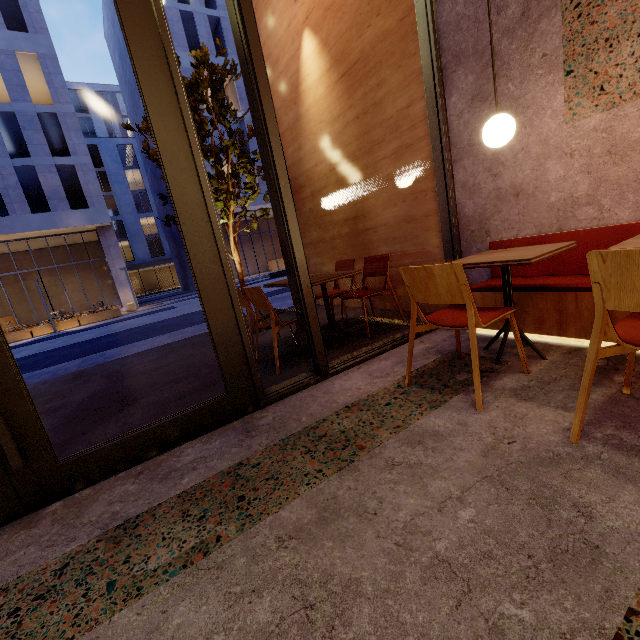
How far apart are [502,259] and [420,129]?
2.3 meters

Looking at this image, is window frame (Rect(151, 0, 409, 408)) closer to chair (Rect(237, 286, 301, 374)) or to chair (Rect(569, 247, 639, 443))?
chair (Rect(237, 286, 301, 374))

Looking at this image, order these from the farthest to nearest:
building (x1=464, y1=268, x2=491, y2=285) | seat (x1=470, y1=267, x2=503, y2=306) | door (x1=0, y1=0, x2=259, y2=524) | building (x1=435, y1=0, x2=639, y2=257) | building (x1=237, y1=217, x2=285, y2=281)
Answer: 1. building (x1=237, y1=217, x2=285, y2=281)
2. building (x1=464, y1=268, x2=491, y2=285)
3. seat (x1=470, y1=267, x2=503, y2=306)
4. building (x1=435, y1=0, x2=639, y2=257)
5. door (x1=0, y1=0, x2=259, y2=524)

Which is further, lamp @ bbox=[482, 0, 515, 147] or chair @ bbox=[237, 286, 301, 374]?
chair @ bbox=[237, 286, 301, 374]

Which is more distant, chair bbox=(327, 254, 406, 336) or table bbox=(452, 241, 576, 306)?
chair bbox=(327, 254, 406, 336)

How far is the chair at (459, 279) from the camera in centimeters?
181cm

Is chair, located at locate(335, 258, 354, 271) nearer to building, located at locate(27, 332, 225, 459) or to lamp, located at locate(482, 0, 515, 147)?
building, located at locate(27, 332, 225, 459)

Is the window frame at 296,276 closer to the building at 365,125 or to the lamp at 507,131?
the building at 365,125
